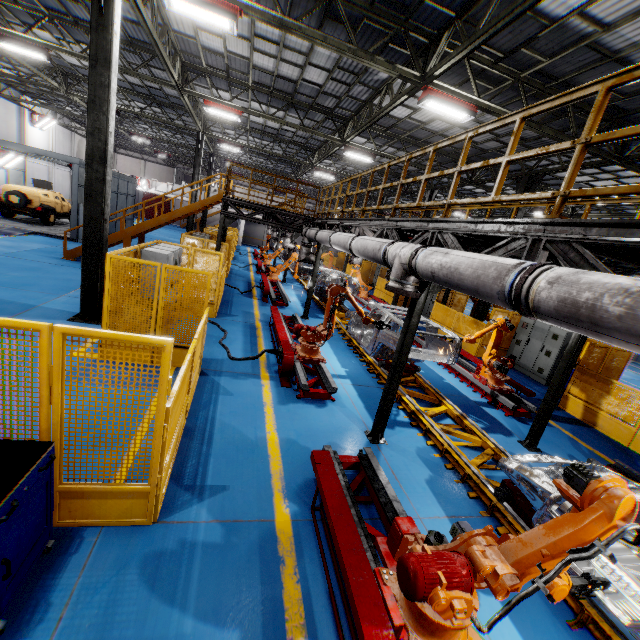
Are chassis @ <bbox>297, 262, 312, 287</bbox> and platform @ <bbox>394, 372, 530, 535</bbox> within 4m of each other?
yes

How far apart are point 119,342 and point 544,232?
4.41m

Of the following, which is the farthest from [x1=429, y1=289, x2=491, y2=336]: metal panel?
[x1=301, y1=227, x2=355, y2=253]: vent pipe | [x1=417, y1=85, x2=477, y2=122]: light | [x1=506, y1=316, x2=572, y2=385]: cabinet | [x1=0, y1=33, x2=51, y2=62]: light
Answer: [x1=0, y1=33, x2=51, y2=62]: light

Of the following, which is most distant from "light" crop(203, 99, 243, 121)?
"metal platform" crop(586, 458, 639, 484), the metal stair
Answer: "metal platform" crop(586, 458, 639, 484)

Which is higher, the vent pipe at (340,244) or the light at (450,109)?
the light at (450,109)

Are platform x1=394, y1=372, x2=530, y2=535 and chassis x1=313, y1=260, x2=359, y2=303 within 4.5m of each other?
yes

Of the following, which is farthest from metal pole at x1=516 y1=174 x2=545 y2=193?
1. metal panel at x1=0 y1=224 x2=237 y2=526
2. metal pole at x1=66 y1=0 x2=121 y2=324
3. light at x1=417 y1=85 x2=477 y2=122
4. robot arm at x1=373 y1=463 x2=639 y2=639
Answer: metal pole at x1=66 y1=0 x2=121 y2=324

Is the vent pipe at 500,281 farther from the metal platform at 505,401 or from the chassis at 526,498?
the metal platform at 505,401
